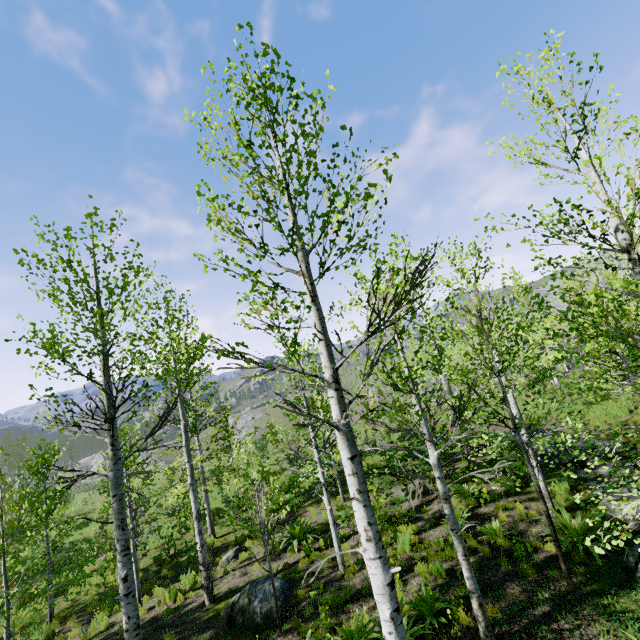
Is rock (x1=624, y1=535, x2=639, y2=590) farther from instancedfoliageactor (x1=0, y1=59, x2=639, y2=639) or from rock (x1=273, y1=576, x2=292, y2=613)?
rock (x1=273, y1=576, x2=292, y2=613)

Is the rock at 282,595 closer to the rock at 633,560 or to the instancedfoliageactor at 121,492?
the instancedfoliageactor at 121,492

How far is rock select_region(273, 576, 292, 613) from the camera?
8.4 meters

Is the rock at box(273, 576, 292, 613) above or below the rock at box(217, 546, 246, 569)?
above

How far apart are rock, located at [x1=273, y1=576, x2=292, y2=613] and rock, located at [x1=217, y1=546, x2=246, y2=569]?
2.9 meters

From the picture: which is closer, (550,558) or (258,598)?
(550,558)

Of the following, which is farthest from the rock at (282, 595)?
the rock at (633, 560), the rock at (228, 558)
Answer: the rock at (633, 560)
